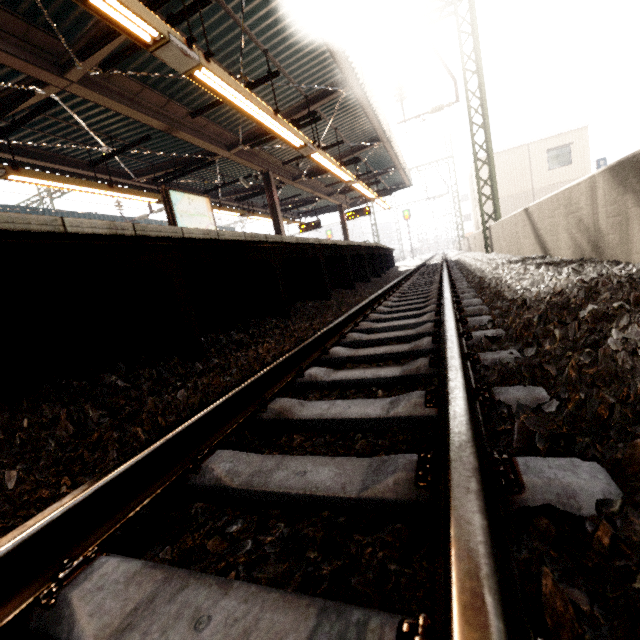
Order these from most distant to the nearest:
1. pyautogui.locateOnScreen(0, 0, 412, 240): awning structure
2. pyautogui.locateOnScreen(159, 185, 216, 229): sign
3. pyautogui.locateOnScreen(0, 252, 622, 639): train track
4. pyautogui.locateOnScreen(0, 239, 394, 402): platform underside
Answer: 1. pyautogui.locateOnScreen(159, 185, 216, 229): sign
2. pyautogui.locateOnScreen(0, 0, 412, 240): awning structure
3. pyautogui.locateOnScreen(0, 239, 394, 402): platform underside
4. pyautogui.locateOnScreen(0, 252, 622, 639): train track

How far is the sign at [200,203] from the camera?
7.6m

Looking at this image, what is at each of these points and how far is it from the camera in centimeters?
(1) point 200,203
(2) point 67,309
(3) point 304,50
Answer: (1) sign, 855cm
(2) platform underside, 261cm
(3) awning structure, 740cm

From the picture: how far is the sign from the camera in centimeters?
761cm

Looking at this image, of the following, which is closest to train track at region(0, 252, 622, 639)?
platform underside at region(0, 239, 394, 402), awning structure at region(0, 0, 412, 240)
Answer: platform underside at region(0, 239, 394, 402)

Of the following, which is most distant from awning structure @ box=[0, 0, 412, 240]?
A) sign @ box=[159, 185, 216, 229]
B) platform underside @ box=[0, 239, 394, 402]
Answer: platform underside @ box=[0, 239, 394, 402]

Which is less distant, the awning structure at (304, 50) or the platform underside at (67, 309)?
the platform underside at (67, 309)

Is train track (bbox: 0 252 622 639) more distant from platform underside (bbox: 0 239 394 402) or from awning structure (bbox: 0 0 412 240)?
awning structure (bbox: 0 0 412 240)
